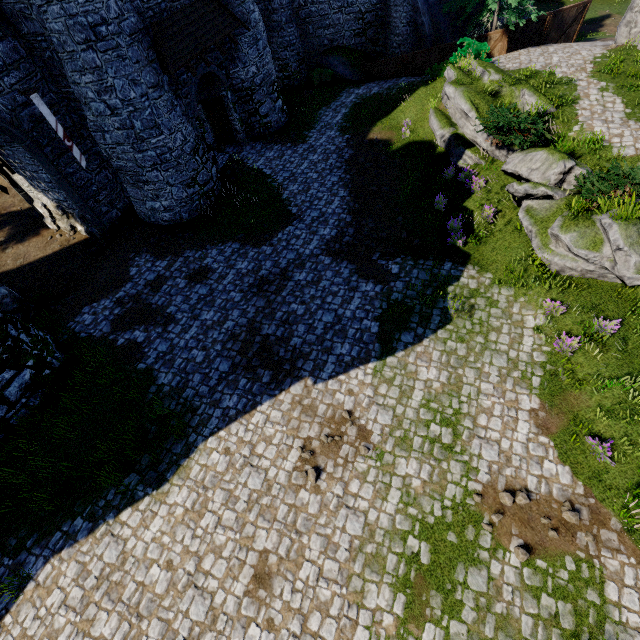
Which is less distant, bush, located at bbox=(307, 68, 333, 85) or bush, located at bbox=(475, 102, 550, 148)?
bush, located at bbox=(475, 102, 550, 148)

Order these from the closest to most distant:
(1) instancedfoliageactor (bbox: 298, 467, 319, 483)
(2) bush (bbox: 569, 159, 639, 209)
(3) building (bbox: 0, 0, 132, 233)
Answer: (1) instancedfoliageactor (bbox: 298, 467, 319, 483) < (2) bush (bbox: 569, 159, 639, 209) < (3) building (bbox: 0, 0, 132, 233)

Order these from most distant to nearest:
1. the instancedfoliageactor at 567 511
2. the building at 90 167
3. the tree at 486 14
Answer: the tree at 486 14
the building at 90 167
the instancedfoliageactor at 567 511

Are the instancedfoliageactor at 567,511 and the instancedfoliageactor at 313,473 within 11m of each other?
yes

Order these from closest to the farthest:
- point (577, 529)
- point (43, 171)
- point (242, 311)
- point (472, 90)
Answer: point (577, 529) < point (242, 311) < point (43, 171) < point (472, 90)

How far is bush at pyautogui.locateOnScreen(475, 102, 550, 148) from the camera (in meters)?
12.05

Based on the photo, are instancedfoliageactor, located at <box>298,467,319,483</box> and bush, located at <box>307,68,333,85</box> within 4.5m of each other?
no

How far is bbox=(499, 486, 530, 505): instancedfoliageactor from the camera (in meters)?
7.55
